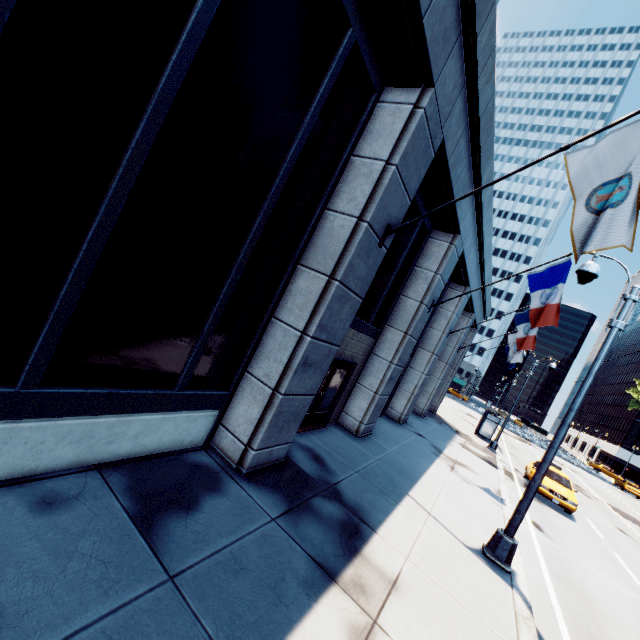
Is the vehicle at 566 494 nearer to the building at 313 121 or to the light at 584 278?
the building at 313 121

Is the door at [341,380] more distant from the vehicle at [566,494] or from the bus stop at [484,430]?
the bus stop at [484,430]

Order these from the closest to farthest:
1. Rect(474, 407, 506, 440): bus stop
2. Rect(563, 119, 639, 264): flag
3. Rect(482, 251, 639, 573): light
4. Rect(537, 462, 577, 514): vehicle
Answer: Rect(563, 119, 639, 264): flag < Rect(482, 251, 639, 573): light < Rect(537, 462, 577, 514): vehicle < Rect(474, 407, 506, 440): bus stop

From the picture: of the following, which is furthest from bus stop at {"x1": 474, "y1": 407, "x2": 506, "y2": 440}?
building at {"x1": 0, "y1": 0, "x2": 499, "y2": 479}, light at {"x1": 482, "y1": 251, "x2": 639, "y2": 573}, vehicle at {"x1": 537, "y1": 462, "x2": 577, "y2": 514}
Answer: light at {"x1": 482, "y1": 251, "x2": 639, "y2": 573}

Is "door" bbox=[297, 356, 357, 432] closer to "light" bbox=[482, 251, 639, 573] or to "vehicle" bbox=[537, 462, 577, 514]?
"light" bbox=[482, 251, 639, 573]

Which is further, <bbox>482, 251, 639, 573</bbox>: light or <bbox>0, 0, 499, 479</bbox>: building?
<bbox>482, 251, 639, 573</bbox>: light

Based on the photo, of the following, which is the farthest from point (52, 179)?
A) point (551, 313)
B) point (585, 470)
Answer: point (585, 470)

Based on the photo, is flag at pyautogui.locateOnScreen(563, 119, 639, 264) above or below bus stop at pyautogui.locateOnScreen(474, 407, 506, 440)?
above
